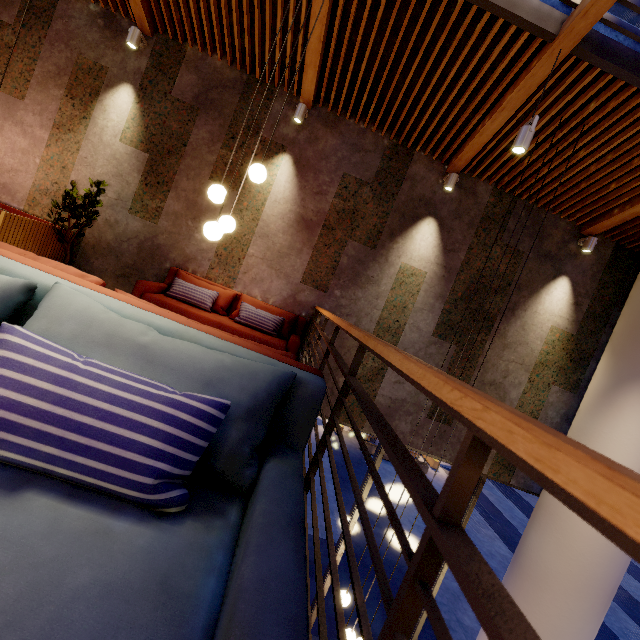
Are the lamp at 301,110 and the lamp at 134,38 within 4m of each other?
yes

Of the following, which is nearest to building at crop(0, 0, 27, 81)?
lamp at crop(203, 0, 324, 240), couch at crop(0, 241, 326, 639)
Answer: couch at crop(0, 241, 326, 639)

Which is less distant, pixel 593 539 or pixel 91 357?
pixel 91 357

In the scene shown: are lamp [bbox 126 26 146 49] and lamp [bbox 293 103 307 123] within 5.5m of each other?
yes

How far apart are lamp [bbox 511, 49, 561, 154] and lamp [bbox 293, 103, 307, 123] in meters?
3.1 m

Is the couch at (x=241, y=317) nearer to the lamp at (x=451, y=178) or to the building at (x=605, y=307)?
the building at (x=605, y=307)

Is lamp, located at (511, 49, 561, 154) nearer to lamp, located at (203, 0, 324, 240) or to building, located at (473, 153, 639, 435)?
building, located at (473, 153, 639, 435)

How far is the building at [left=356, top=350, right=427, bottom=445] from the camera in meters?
5.7
